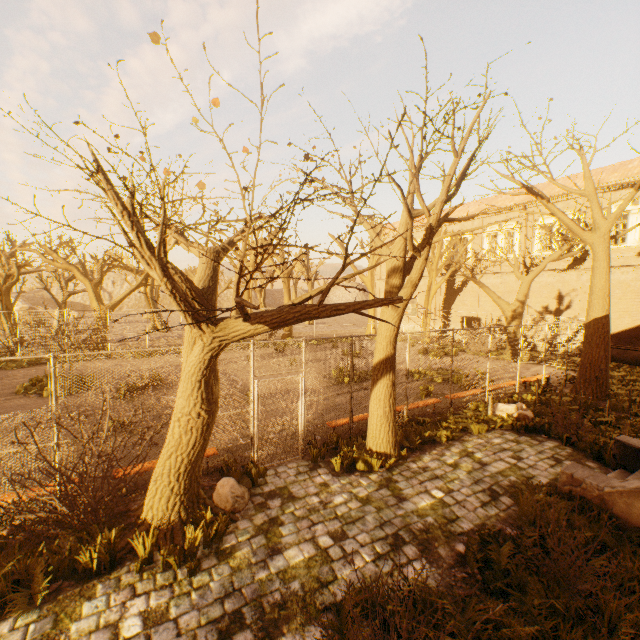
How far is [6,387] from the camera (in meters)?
13.25

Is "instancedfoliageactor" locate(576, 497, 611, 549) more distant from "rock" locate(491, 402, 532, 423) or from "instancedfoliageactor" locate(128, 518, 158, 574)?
"rock" locate(491, 402, 532, 423)

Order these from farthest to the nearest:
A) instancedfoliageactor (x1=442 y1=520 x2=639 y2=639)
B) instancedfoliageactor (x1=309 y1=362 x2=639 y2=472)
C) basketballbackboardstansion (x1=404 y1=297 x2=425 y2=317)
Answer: basketballbackboardstansion (x1=404 y1=297 x2=425 y2=317) < instancedfoliageactor (x1=309 y1=362 x2=639 y2=472) < instancedfoliageactor (x1=442 y1=520 x2=639 y2=639)

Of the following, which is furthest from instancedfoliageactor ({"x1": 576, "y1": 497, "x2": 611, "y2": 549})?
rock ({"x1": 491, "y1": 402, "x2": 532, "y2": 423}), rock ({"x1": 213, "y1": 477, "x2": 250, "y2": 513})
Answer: rock ({"x1": 491, "y1": 402, "x2": 532, "y2": 423})

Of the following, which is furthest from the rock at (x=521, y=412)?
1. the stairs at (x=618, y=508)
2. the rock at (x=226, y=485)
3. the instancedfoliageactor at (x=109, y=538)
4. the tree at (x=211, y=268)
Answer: the instancedfoliageactor at (x=109, y=538)

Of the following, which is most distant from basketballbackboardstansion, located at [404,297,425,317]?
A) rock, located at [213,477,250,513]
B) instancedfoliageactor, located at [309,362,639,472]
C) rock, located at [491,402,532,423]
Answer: rock, located at [213,477,250,513]

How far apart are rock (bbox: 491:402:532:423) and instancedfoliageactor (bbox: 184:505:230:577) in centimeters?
941cm

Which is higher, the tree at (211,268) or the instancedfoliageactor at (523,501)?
the tree at (211,268)
